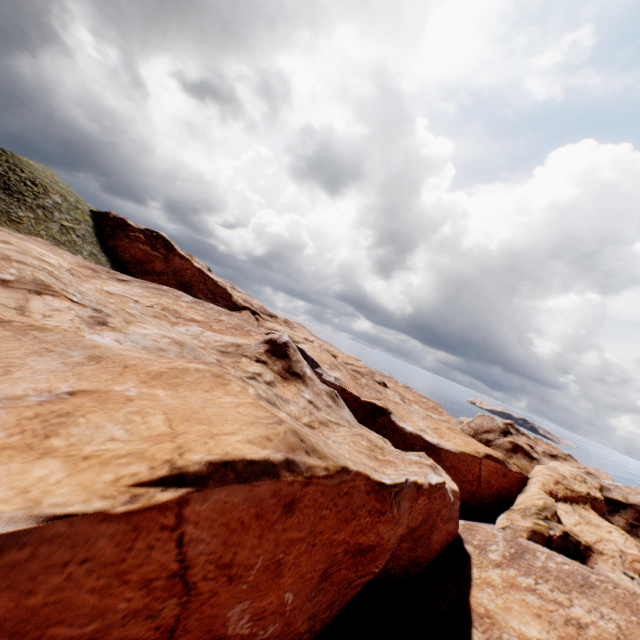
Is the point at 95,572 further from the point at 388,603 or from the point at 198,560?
the point at 388,603
